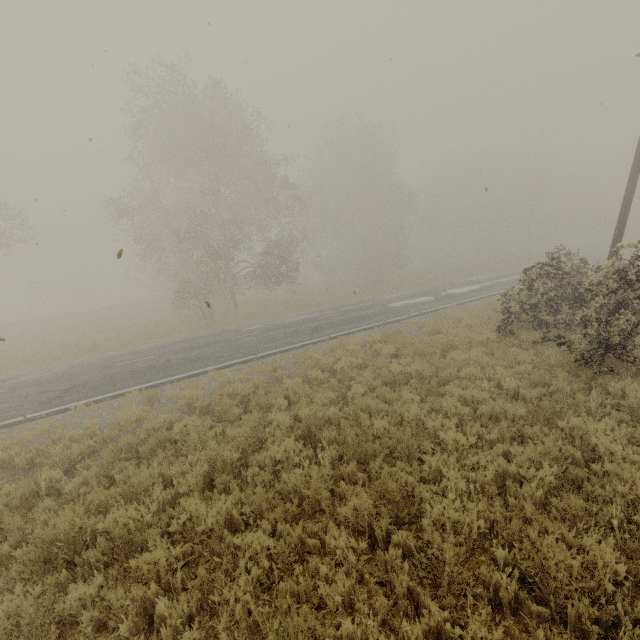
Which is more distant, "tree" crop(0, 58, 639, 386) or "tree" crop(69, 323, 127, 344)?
"tree" crop(69, 323, 127, 344)

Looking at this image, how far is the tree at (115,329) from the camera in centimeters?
1965cm

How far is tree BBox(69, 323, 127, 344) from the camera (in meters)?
19.65

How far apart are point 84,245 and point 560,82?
69.2 meters

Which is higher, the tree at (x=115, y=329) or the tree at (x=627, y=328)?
the tree at (x=627, y=328)

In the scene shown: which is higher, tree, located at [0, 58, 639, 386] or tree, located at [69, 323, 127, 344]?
tree, located at [0, 58, 639, 386]
